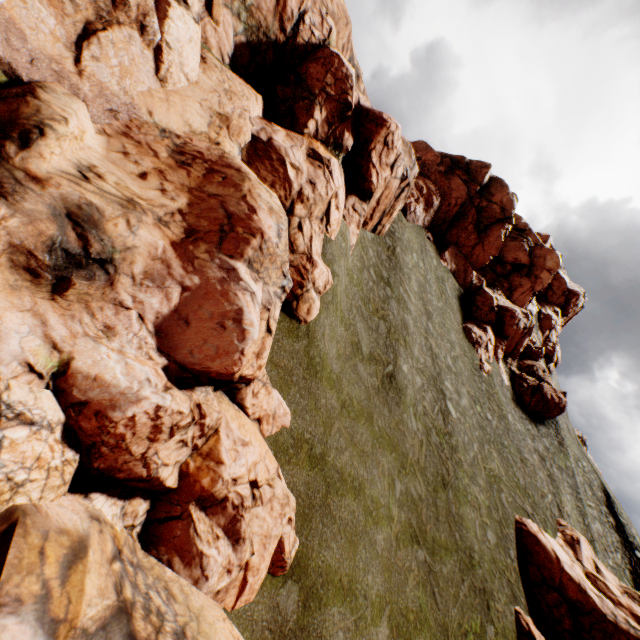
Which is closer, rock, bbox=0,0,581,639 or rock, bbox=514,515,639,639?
rock, bbox=0,0,581,639

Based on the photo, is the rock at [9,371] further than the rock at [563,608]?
No

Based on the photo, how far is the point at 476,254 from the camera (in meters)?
40.94
